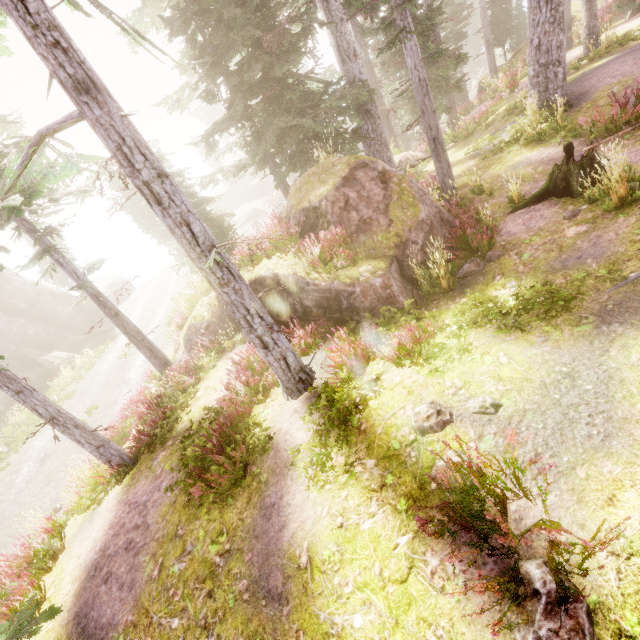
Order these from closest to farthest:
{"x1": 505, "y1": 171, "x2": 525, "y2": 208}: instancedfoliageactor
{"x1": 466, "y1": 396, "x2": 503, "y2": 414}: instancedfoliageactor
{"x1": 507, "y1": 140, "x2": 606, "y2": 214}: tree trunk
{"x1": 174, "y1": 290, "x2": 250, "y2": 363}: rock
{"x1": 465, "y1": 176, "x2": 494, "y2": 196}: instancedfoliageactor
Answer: {"x1": 466, "y1": 396, "x2": 503, "y2": 414}: instancedfoliageactor → {"x1": 507, "y1": 140, "x2": 606, "y2": 214}: tree trunk → {"x1": 505, "y1": 171, "x2": 525, "y2": 208}: instancedfoliageactor → {"x1": 465, "y1": 176, "x2": 494, "y2": 196}: instancedfoliageactor → {"x1": 174, "y1": 290, "x2": 250, "y2": 363}: rock

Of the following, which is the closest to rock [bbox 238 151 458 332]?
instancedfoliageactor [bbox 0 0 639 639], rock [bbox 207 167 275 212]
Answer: instancedfoliageactor [bbox 0 0 639 639]

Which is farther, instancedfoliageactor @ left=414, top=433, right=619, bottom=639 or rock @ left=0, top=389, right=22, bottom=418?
rock @ left=0, top=389, right=22, bottom=418

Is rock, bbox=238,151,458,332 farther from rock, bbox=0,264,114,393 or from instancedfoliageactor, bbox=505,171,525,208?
rock, bbox=0,264,114,393

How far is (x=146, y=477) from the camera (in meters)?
7.93

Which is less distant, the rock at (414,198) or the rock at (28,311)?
the rock at (414,198)

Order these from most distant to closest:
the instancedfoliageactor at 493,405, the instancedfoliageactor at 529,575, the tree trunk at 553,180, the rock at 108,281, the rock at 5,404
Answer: the rock at 108,281, the rock at 5,404, the tree trunk at 553,180, the instancedfoliageactor at 493,405, the instancedfoliageactor at 529,575

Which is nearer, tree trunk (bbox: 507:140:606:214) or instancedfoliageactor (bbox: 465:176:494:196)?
tree trunk (bbox: 507:140:606:214)
